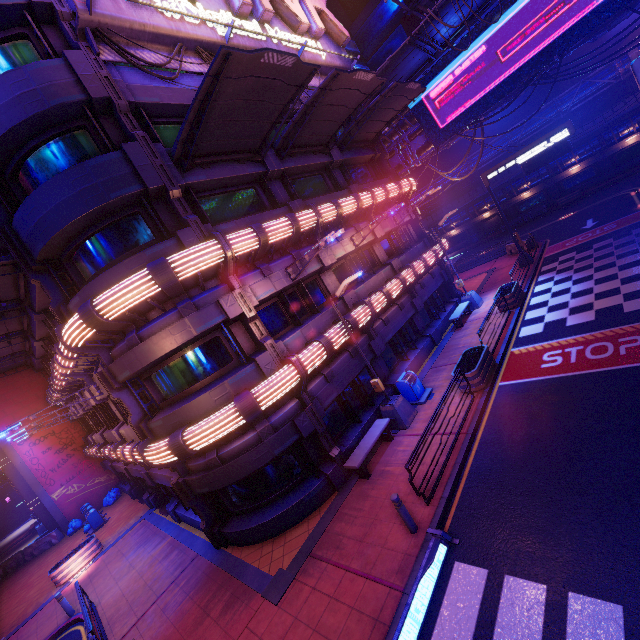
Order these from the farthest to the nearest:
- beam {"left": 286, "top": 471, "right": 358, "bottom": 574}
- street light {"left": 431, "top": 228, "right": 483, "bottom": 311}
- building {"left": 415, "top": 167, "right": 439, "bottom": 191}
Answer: building {"left": 415, "top": 167, "right": 439, "bottom": 191}, street light {"left": 431, "top": 228, "right": 483, "bottom": 311}, beam {"left": 286, "top": 471, "right": 358, "bottom": 574}

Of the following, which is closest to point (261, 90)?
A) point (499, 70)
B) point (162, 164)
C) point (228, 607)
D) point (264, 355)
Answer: point (162, 164)

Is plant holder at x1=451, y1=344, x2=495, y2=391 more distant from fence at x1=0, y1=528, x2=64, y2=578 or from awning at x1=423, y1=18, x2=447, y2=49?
fence at x1=0, y1=528, x2=64, y2=578

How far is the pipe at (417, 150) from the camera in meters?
24.8 m

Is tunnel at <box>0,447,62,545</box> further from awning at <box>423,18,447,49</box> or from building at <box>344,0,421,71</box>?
building at <box>344,0,421,71</box>

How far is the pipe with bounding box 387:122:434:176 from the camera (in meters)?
24.77

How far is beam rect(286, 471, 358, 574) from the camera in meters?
9.1 m

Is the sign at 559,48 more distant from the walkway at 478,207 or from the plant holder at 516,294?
the walkway at 478,207
